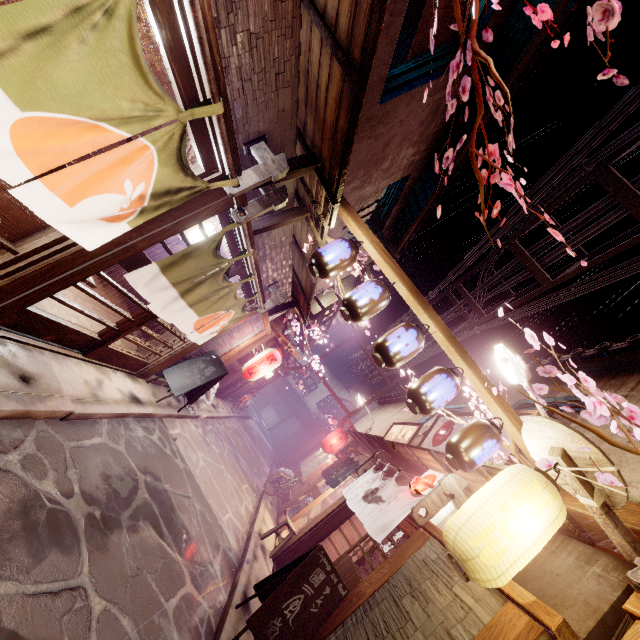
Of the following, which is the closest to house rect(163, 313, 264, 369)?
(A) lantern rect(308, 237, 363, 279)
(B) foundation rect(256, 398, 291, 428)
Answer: (B) foundation rect(256, 398, 291, 428)

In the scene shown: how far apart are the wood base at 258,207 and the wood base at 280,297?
5.9 meters

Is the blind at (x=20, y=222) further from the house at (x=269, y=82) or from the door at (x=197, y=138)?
the house at (x=269, y=82)

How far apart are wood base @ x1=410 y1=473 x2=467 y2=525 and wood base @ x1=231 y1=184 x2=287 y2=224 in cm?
840

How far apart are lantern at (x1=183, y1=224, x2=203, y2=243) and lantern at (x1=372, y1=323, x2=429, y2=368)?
6.17m

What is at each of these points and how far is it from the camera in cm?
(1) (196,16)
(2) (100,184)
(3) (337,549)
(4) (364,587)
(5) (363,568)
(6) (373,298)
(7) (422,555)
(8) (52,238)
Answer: (1) wood, 346
(2) flag, 446
(3) building, 1424
(4) wood pole, 815
(5) building, 1413
(6) lantern, 812
(7) house, 784
(8) door, 517

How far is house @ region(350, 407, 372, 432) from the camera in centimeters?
3013cm

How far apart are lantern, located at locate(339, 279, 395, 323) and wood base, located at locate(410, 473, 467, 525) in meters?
5.0 m
